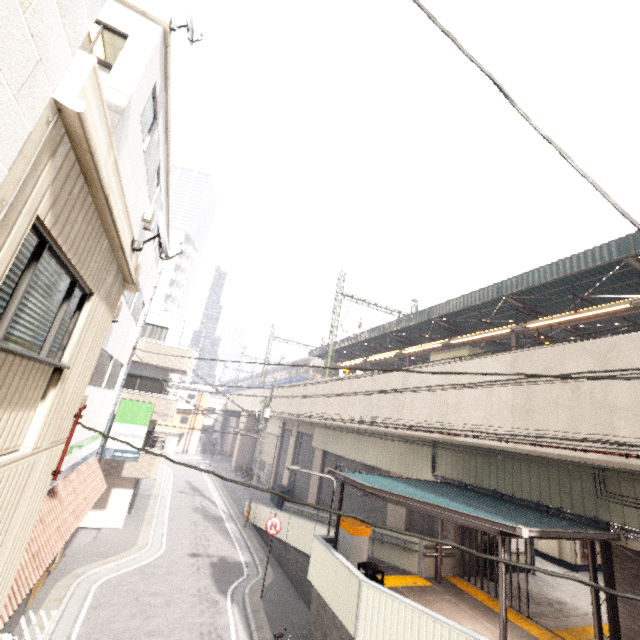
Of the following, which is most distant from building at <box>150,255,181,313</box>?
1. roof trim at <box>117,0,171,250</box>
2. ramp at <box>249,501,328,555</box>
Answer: roof trim at <box>117,0,171,250</box>

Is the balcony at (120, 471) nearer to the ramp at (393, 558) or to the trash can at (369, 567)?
the ramp at (393, 558)

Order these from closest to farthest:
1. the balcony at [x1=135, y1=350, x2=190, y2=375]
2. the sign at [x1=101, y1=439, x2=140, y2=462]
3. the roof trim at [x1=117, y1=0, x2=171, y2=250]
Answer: the roof trim at [x1=117, y1=0, x2=171, y2=250] < the sign at [x1=101, y1=439, x2=140, y2=462] < the balcony at [x1=135, y1=350, x2=190, y2=375]

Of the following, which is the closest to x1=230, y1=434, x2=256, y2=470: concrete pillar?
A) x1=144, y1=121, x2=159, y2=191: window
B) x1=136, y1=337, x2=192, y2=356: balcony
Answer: x1=136, y1=337, x2=192, y2=356: balcony

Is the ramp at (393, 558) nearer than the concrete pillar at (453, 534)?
Yes

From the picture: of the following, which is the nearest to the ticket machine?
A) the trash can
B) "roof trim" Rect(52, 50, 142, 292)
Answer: the trash can

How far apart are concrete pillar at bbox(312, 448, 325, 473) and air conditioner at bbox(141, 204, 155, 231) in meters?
19.2 m

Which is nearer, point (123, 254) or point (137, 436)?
point (123, 254)
